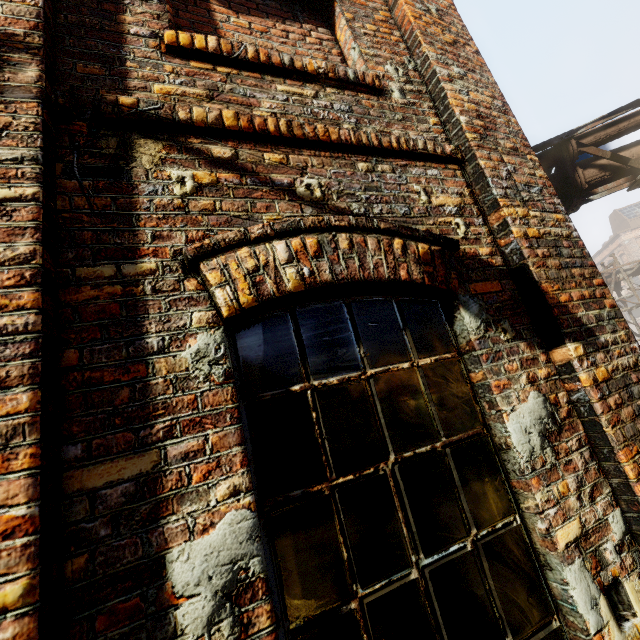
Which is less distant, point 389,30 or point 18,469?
point 18,469
